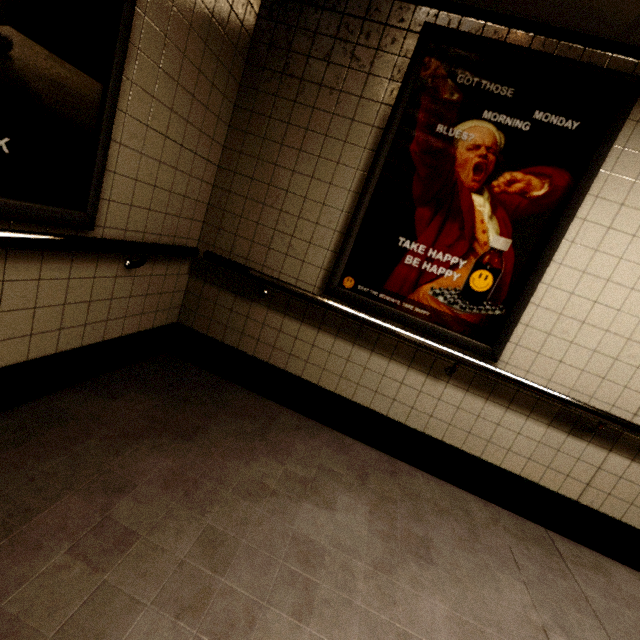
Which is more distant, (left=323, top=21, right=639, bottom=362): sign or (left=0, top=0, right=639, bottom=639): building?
(left=323, top=21, right=639, bottom=362): sign

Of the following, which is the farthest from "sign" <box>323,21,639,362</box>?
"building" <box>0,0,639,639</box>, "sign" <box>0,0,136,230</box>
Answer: "sign" <box>0,0,136,230</box>

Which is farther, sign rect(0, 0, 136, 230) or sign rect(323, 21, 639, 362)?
sign rect(323, 21, 639, 362)

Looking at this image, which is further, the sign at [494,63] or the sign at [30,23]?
the sign at [494,63]

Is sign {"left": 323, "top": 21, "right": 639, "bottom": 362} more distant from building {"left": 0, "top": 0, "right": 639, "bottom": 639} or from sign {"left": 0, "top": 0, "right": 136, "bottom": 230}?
sign {"left": 0, "top": 0, "right": 136, "bottom": 230}

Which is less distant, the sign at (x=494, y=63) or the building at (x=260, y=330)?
the building at (x=260, y=330)

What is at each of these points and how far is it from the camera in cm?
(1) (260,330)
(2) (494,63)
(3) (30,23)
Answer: (1) building, 256
(2) sign, 193
(3) sign, 112
